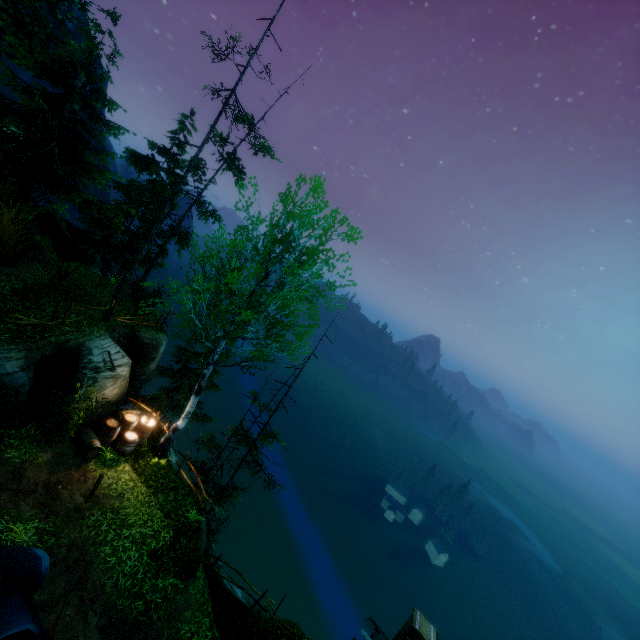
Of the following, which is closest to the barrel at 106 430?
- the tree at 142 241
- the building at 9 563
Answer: the tree at 142 241

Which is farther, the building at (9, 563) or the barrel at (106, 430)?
the barrel at (106, 430)

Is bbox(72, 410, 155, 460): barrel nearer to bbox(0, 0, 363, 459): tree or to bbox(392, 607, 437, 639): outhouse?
bbox(0, 0, 363, 459): tree

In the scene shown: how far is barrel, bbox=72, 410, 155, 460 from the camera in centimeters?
1184cm

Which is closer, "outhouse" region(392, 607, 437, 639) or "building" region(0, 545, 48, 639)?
"building" region(0, 545, 48, 639)

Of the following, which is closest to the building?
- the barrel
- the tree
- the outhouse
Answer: the barrel

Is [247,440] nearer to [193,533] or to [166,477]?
[166,477]
